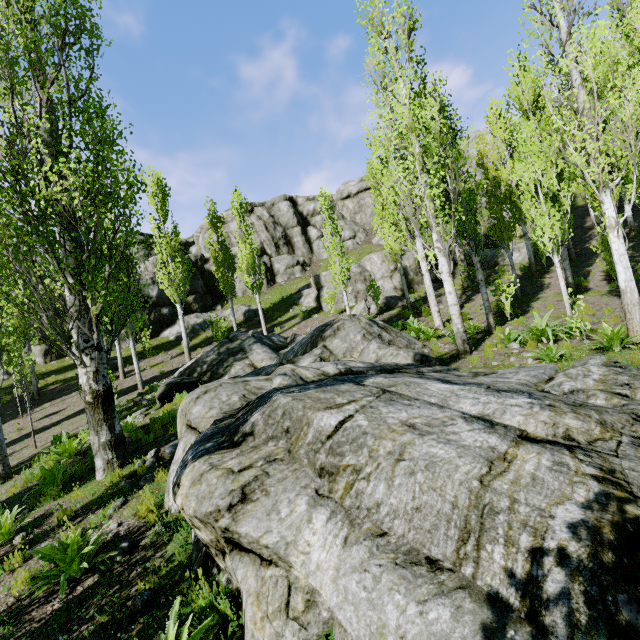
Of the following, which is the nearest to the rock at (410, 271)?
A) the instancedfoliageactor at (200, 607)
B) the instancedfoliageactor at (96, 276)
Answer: the instancedfoliageactor at (96, 276)

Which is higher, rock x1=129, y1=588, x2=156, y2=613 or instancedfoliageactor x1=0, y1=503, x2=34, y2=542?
instancedfoliageactor x1=0, y1=503, x2=34, y2=542

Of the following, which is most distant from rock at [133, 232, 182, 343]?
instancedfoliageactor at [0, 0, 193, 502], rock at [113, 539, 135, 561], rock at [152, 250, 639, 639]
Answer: rock at [113, 539, 135, 561]

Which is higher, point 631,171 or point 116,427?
point 631,171

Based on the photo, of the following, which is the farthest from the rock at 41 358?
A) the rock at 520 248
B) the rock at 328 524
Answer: the rock at 328 524

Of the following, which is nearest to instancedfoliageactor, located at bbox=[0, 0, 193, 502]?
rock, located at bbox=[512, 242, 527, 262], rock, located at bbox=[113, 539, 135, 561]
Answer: rock, located at bbox=[512, 242, 527, 262]

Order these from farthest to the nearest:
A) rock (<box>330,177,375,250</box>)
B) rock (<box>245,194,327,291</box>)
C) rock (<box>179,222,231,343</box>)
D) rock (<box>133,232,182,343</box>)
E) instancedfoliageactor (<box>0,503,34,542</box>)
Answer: rock (<box>330,177,375,250</box>), rock (<box>245,194,327,291</box>), rock (<box>179,222,231,343</box>), rock (<box>133,232,182,343</box>), instancedfoliageactor (<box>0,503,34,542</box>)

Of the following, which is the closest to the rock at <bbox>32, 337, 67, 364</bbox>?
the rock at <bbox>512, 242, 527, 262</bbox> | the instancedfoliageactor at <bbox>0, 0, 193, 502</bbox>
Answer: the instancedfoliageactor at <bbox>0, 0, 193, 502</bbox>
